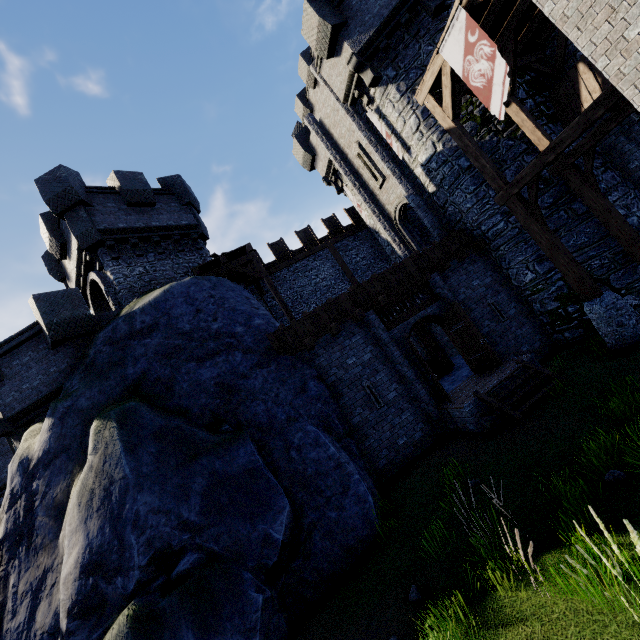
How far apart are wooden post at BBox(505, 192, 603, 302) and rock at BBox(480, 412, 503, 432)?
4.08m

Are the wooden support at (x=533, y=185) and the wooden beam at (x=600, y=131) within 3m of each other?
yes

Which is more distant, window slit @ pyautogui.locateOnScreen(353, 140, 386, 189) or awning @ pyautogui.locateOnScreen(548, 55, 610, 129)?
window slit @ pyautogui.locateOnScreen(353, 140, 386, 189)

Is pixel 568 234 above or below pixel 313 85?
below

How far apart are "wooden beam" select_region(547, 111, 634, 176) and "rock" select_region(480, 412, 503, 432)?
8.1 meters

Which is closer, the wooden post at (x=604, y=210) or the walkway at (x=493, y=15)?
the walkway at (x=493, y=15)

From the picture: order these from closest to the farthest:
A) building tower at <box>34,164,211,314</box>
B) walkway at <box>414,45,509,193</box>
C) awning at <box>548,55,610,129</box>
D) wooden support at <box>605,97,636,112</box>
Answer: wooden support at <box>605,97,636,112</box> < walkway at <box>414,45,509,193</box> < awning at <box>548,55,610,129</box> < building tower at <box>34,164,211,314</box>

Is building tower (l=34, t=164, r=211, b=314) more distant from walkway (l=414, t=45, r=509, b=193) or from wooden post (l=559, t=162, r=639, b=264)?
wooden post (l=559, t=162, r=639, b=264)
